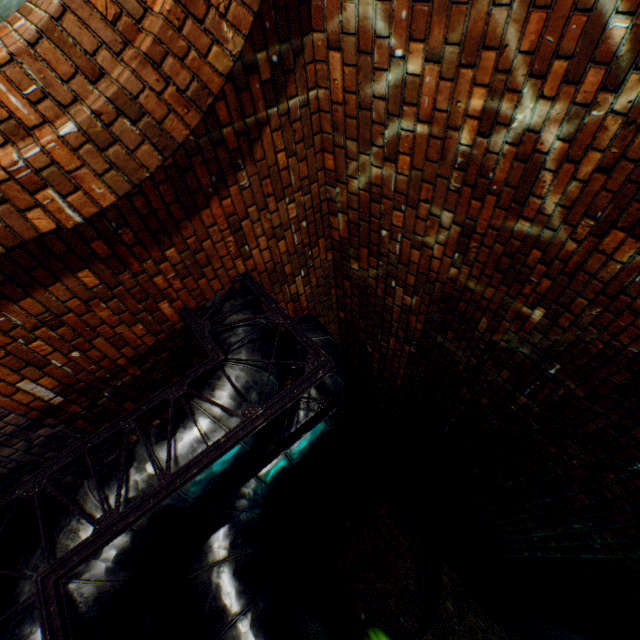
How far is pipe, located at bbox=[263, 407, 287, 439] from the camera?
3.18m

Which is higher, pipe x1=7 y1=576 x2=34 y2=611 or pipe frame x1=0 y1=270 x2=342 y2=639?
pipe frame x1=0 y1=270 x2=342 y2=639

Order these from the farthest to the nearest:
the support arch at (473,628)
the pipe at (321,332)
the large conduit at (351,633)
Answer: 1. the support arch at (473,628)
2. the large conduit at (351,633)
3. the pipe at (321,332)

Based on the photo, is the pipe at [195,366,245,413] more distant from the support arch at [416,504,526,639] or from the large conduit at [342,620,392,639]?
the support arch at [416,504,526,639]

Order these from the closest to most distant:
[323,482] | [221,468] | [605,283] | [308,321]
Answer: [605,283]
[221,468]
[308,321]
[323,482]

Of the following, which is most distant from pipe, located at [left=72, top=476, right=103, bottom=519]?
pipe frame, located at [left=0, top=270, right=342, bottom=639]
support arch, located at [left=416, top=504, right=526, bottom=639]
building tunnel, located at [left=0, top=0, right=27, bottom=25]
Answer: support arch, located at [left=416, top=504, right=526, bottom=639]

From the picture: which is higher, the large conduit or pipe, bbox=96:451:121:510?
the large conduit

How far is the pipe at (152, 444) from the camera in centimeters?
215cm
